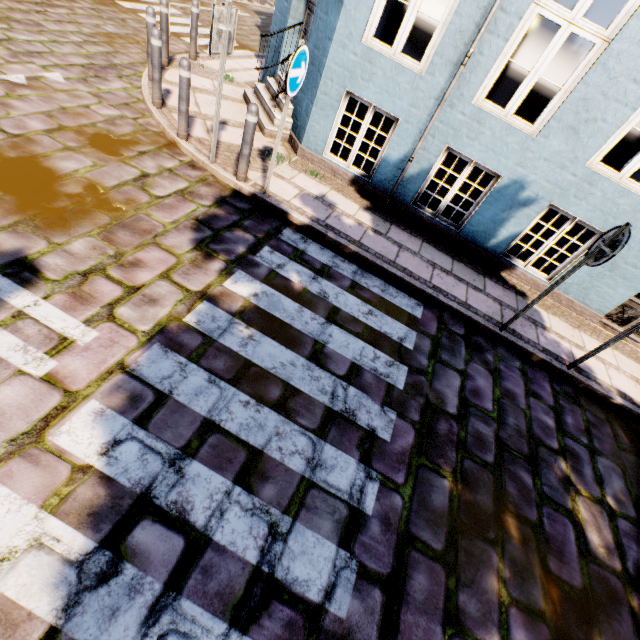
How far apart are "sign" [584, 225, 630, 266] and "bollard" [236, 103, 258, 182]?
4.7m

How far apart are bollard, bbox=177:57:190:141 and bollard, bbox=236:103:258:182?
1.2 meters

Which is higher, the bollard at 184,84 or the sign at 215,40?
the sign at 215,40

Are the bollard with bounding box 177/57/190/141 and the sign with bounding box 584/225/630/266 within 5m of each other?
no

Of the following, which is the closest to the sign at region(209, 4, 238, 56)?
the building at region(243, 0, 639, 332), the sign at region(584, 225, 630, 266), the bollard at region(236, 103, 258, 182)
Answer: the bollard at region(236, 103, 258, 182)

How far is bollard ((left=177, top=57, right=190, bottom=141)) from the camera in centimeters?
461cm

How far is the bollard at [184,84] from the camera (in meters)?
4.61

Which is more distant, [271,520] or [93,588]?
[271,520]
